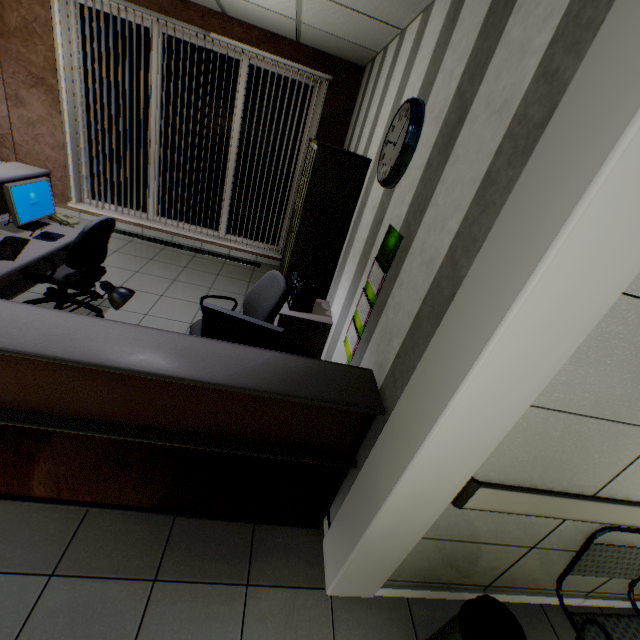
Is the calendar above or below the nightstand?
above

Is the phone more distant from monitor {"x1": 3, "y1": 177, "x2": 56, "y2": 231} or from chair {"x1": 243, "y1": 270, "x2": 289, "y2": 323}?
chair {"x1": 243, "y1": 270, "x2": 289, "y2": 323}

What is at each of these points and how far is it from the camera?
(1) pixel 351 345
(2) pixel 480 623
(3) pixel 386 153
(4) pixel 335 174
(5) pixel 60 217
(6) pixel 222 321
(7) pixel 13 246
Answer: (1) calendar, 2.5m
(2) garbage can, 1.4m
(3) clock, 2.5m
(4) cabinet, 3.1m
(5) phone, 3.3m
(6) monitor, 2.0m
(7) keyboard, 2.7m

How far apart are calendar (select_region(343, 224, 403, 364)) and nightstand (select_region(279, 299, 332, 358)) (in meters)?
0.59

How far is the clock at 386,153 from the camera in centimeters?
204cm

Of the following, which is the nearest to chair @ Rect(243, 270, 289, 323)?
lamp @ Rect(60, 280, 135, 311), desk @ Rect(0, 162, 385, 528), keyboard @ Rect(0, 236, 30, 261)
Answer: desk @ Rect(0, 162, 385, 528)

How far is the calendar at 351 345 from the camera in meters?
2.1 m

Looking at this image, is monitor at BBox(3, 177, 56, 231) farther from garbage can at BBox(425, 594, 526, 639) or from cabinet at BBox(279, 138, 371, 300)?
garbage can at BBox(425, 594, 526, 639)
